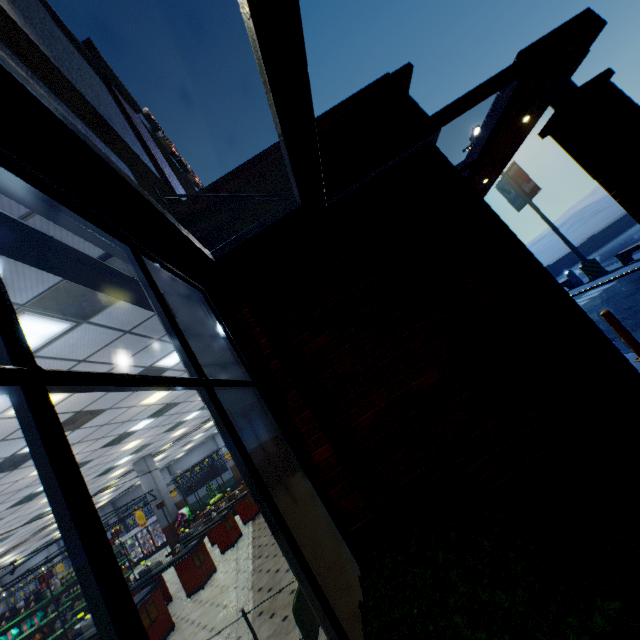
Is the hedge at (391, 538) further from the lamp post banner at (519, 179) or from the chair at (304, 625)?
the lamp post banner at (519, 179)

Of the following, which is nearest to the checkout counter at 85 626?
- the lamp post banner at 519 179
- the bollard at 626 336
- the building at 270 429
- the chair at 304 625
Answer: the building at 270 429

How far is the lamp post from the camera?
15.7 meters

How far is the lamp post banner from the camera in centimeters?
1631cm

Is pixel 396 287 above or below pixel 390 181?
below

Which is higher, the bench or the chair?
the chair

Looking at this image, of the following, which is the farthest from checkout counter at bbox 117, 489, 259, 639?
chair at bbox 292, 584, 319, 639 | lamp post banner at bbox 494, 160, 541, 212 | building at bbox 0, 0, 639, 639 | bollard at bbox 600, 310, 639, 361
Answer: lamp post banner at bbox 494, 160, 541, 212

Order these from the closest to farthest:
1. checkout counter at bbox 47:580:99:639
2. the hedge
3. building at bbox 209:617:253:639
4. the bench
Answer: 1. the hedge
2. building at bbox 209:617:253:639
3. checkout counter at bbox 47:580:99:639
4. the bench
